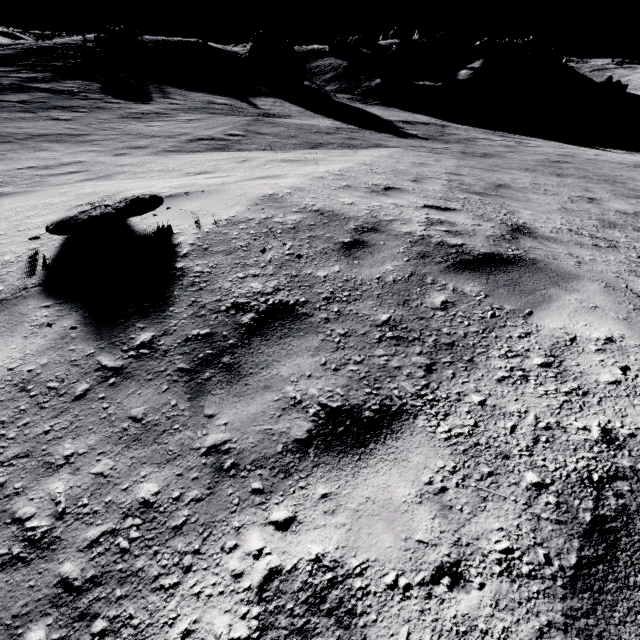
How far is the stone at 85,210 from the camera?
3.0 meters

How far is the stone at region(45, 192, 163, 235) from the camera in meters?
3.0

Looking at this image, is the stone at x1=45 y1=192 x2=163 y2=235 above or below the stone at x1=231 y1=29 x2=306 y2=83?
below

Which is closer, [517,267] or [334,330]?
[334,330]

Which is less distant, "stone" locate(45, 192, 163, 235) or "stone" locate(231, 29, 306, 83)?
"stone" locate(45, 192, 163, 235)

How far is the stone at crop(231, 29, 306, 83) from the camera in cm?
2561

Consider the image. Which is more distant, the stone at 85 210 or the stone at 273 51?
the stone at 273 51
